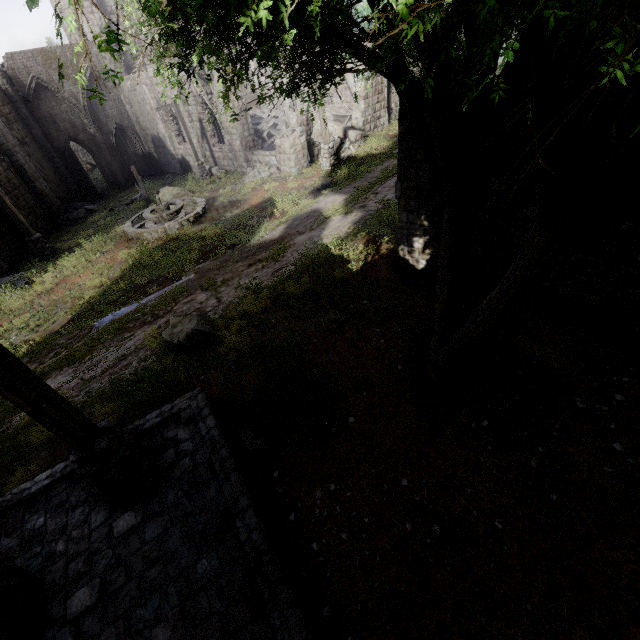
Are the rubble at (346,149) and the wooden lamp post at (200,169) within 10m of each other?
yes

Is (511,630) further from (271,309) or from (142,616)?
(271,309)

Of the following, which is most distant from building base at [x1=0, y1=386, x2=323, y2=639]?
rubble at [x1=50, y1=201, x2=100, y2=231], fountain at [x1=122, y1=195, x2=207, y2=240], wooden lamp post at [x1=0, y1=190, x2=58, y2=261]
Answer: rubble at [x1=50, y1=201, x2=100, y2=231]

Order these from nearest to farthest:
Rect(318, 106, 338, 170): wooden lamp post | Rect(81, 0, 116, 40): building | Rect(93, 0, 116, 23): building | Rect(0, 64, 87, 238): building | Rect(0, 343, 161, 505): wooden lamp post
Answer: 1. Rect(0, 343, 161, 505): wooden lamp post
2. Rect(318, 106, 338, 170): wooden lamp post
3. Rect(0, 64, 87, 238): building
4. Rect(81, 0, 116, 40): building
5. Rect(93, 0, 116, 23): building

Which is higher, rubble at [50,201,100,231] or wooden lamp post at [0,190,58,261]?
wooden lamp post at [0,190,58,261]

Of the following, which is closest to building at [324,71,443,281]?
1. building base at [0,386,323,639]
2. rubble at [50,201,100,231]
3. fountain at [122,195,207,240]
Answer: building base at [0,386,323,639]

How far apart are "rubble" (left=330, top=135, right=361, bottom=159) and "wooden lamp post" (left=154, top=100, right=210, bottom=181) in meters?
8.0

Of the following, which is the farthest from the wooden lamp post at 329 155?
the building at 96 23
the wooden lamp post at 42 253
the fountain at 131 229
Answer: the wooden lamp post at 42 253
